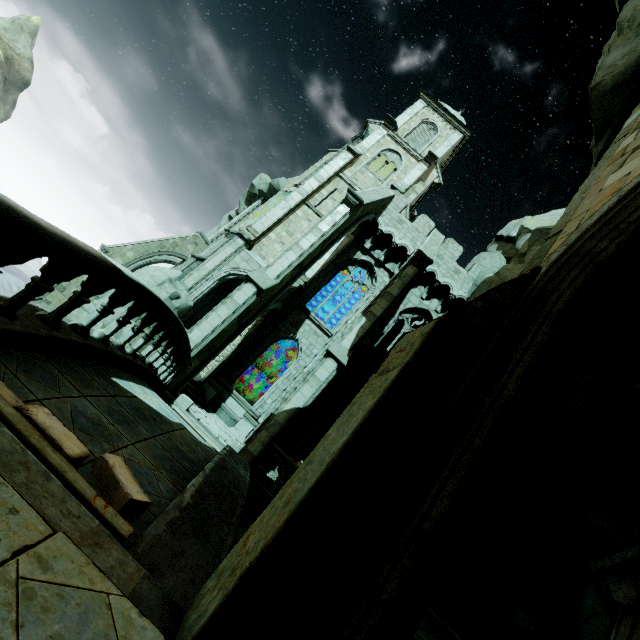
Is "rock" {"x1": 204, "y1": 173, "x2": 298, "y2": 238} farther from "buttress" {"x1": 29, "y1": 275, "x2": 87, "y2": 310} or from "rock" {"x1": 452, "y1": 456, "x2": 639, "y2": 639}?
"rock" {"x1": 452, "y1": 456, "x2": 639, "y2": 639}

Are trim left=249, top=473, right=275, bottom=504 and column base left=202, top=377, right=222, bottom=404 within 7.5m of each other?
yes

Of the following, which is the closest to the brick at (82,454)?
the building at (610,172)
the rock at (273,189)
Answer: the building at (610,172)

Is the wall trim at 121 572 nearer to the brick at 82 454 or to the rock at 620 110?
the brick at 82 454

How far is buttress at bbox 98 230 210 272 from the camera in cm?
2209

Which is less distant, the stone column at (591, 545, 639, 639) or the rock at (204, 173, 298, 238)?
the stone column at (591, 545, 639, 639)

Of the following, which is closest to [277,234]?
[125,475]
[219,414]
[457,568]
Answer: [219,414]

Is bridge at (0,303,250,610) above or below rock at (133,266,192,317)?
below
